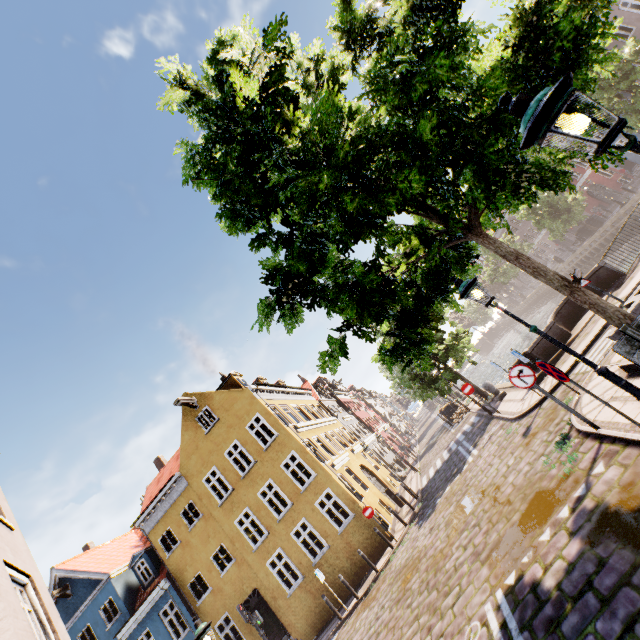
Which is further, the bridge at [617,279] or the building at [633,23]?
the building at [633,23]

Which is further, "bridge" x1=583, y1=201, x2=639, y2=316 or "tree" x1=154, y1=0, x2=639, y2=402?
"bridge" x1=583, y1=201, x2=639, y2=316

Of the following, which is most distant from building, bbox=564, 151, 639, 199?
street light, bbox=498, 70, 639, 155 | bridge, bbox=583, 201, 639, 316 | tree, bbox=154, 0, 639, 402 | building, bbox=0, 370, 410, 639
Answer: building, bbox=0, 370, 410, 639

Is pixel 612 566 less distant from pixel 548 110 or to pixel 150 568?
pixel 548 110

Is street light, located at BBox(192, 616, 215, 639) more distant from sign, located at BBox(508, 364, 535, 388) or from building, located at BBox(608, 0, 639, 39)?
building, located at BBox(608, 0, 639, 39)

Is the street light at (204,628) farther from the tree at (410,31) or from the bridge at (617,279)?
the bridge at (617,279)

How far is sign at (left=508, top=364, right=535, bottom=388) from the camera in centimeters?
717cm

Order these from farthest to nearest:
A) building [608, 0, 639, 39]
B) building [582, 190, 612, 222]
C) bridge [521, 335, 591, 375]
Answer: building [582, 190, 612, 222] < building [608, 0, 639, 39] < bridge [521, 335, 591, 375]
